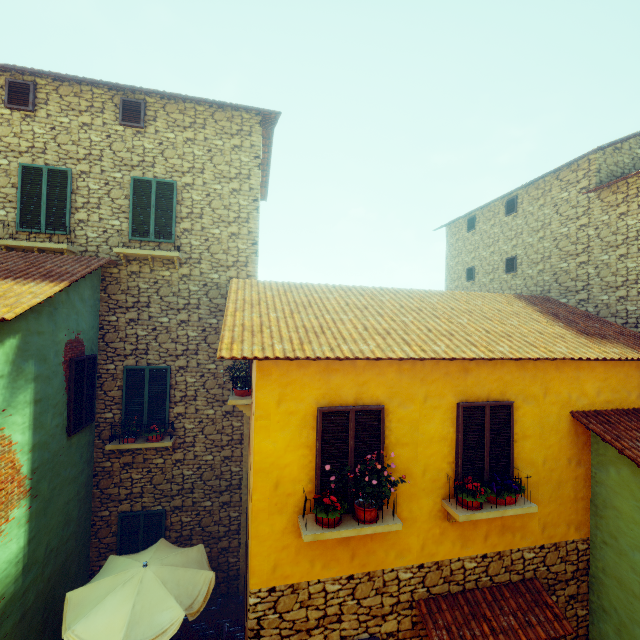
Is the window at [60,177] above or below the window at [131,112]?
below

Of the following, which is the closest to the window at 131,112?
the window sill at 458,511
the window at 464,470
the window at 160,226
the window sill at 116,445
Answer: the window at 160,226

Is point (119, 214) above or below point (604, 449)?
above

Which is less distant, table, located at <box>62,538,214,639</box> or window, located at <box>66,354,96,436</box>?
table, located at <box>62,538,214,639</box>

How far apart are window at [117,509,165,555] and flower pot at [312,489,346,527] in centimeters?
580cm

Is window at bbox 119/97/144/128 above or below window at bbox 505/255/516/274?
above

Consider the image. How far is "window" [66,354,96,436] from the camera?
6.9m

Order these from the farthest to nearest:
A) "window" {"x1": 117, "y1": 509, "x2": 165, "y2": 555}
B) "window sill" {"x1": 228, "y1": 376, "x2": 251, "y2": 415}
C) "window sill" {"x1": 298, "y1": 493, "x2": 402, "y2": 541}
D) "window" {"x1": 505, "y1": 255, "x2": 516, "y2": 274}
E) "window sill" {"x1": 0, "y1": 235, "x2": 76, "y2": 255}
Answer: "window" {"x1": 505, "y1": 255, "x2": 516, "y2": 274}, "window" {"x1": 117, "y1": 509, "x2": 165, "y2": 555}, "window sill" {"x1": 0, "y1": 235, "x2": 76, "y2": 255}, "window sill" {"x1": 228, "y1": 376, "x2": 251, "y2": 415}, "window sill" {"x1": 298, "y1": 493, "x2": 402, "y2": 541}
